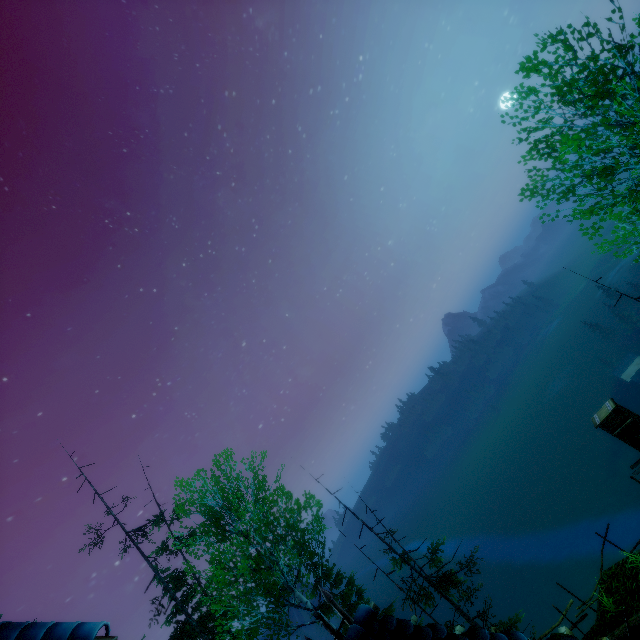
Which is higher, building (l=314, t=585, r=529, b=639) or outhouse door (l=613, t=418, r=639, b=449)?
building (l=314, t=585, r=529, b=639)

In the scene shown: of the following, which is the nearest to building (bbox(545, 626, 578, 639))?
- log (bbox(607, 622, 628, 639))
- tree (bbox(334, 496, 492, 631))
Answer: log (bbox(607, 622, 628, 639))

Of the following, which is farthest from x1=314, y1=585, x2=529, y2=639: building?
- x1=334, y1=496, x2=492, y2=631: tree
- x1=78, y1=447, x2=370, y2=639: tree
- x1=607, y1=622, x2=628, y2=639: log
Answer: x1=334, y1=496, x2=492, y2=631: tree

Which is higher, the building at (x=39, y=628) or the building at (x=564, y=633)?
the building at (x=39, y=628)

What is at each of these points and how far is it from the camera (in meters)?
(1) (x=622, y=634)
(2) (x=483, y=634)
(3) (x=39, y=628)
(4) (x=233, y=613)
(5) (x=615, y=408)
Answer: (1) log, 9.05
(2) building, 3.11
(3) building, 3.03
(4) tree, 18.12
(5) outhouse, 12.77

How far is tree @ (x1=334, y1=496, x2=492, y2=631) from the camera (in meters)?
14.49

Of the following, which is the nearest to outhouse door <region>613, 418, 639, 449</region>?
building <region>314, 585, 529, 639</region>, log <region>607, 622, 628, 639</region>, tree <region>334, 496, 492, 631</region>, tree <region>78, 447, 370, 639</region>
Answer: log <region>607, 622, 628, 639</region>

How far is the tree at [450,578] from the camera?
14.5m
